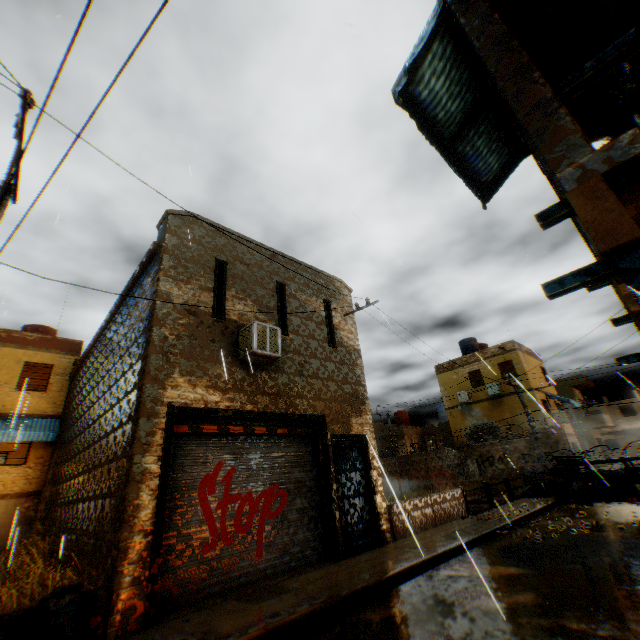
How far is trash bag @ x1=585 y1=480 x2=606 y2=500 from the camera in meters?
13.1 m

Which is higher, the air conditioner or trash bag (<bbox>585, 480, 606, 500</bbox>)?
the air conditioner

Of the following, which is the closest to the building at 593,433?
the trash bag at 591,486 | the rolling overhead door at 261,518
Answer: the rolling overhead door at 261,518

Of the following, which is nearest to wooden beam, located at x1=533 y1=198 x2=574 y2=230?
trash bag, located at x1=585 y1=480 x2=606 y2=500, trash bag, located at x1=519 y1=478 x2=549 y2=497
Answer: trash bag, located at x1=519 y1=478 x2=549 y2=497

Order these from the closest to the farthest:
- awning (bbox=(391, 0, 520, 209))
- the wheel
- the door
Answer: awning (bbox=(391, 0, 520, 209)) → the door → the wheel

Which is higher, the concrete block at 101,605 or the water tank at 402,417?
the water tank at 402,417

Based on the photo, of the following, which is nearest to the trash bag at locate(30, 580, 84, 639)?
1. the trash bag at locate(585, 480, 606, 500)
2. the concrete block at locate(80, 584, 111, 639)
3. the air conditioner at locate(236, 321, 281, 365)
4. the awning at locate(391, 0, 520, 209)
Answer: the concrete block at locate(80, 584, 111, 639)

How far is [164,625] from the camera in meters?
4.9
